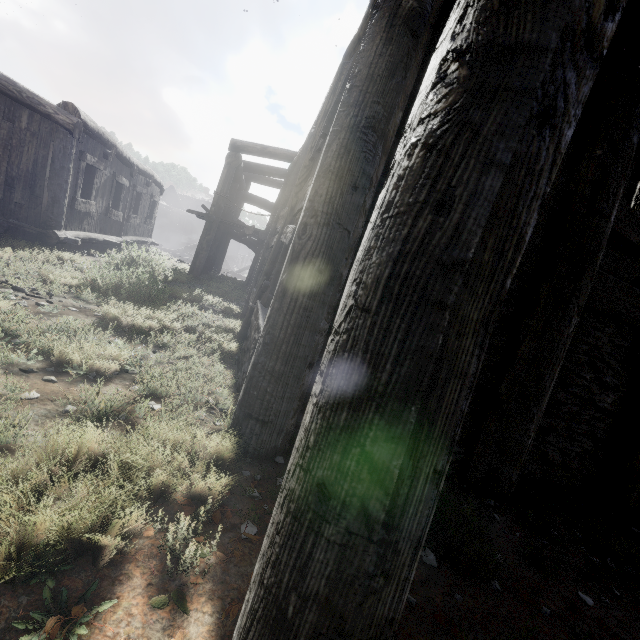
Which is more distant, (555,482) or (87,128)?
(87,128)
